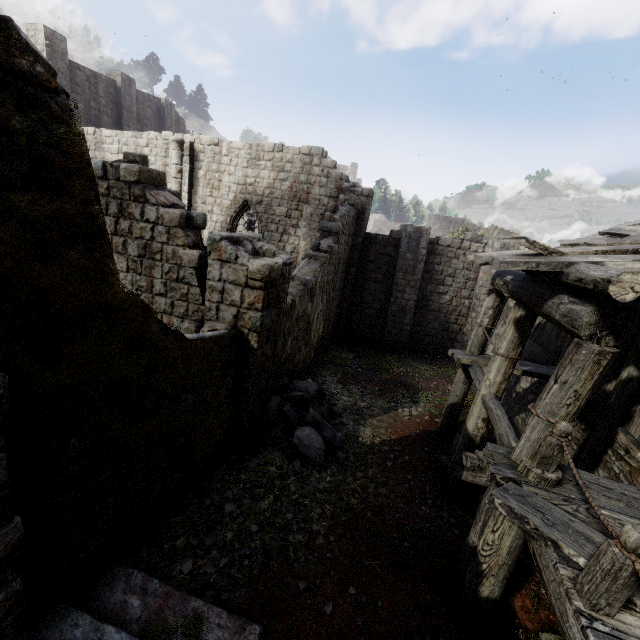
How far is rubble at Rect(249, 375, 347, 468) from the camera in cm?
760

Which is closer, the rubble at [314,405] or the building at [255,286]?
the building at [255,286]

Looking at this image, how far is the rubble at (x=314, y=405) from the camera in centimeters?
760cm

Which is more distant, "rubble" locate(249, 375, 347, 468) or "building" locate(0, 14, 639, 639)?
"rubble" locate(249, 375, 347, 468)

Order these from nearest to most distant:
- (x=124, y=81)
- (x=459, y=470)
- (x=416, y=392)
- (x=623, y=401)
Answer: (x=623, y=401) < (x=459, y=470) < (x=416, y=392) < (x=124, y=81)
